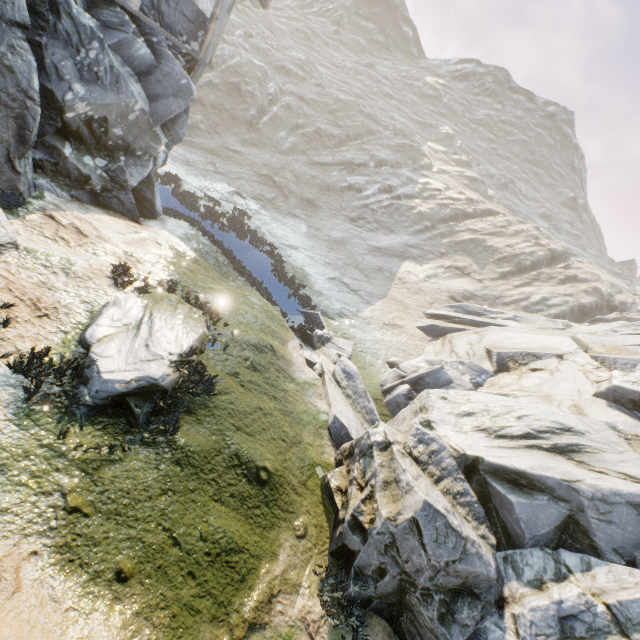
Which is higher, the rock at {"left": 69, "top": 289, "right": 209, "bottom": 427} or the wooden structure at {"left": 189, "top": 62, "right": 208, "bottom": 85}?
the wooden structure at {"left": 189, "top": 62, "right": 208, "bottom": 85}

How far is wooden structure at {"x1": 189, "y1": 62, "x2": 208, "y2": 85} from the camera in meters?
13.6

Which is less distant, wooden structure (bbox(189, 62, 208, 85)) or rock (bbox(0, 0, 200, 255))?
rock (bbox(0, 0, 200, 255))

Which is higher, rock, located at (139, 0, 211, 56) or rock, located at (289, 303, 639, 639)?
rock, located at (139, 0, 211, 56)

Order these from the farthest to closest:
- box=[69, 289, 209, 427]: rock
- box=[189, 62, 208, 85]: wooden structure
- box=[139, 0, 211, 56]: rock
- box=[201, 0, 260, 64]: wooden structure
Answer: box=[189, 62, 208, 85]: wooden structure
box=[201, 0, 260, 64]: wooden structure
box=[139, 0, 211, 56]: rock
box=[69, 289, 209, 427]: rock

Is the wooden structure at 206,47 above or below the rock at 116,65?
above

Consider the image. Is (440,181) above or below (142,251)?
above

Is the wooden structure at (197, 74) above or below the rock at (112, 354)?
above
